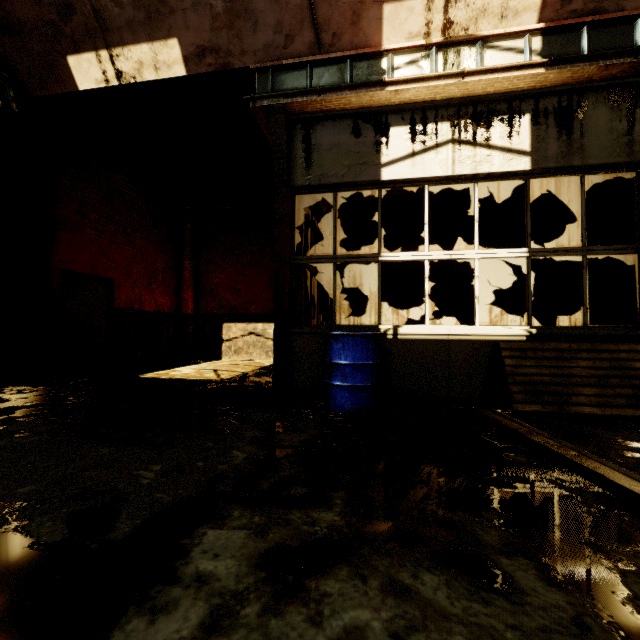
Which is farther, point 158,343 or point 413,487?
point 158,343

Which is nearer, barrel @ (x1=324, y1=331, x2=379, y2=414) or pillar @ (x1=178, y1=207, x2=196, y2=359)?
barrel @ (x1=324, y1=331, x2=379, y2=414)

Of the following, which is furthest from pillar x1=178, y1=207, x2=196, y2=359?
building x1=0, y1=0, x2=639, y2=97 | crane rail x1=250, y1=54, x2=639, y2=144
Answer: building x1=0, y1=0, x2=639, y2=97

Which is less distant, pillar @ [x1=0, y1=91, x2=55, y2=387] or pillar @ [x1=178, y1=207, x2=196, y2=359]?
pillar @ [x1=0, y1=91, x2=55, y2=387]

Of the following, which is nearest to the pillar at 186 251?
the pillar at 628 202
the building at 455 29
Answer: the building at 455 29

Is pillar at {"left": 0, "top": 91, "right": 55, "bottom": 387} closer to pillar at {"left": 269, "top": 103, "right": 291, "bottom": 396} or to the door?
the door

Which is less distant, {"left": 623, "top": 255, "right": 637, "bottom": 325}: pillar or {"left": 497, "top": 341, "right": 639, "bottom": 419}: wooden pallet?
{"left": 497, "top": 341, "right": 639, "bottom": 419}: wooden pallet

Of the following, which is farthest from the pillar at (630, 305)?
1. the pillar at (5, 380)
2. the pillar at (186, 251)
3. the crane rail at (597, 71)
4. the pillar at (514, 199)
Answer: the pillar at (186, 251)
